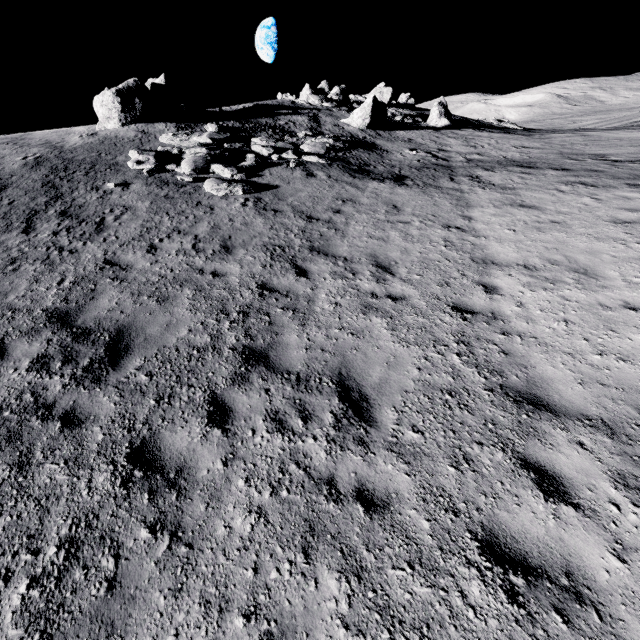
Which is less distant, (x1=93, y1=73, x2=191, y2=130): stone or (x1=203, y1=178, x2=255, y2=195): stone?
(x1=203, y1=178, x2=255, y2=195): stone

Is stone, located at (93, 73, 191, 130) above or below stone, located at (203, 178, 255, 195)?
above

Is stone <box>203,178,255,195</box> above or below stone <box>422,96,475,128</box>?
below

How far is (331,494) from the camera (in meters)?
3.63

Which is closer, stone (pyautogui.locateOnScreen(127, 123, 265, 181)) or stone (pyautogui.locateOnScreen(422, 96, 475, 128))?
stone (pyautogui.locateOnScreen(127, 123, 265, 181))

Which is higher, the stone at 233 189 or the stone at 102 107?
the stone at 102 107

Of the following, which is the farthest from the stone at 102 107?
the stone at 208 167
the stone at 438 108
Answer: the stone at 438 108

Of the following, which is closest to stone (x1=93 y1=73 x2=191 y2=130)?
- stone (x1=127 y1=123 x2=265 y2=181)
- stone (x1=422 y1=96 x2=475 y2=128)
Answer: stone (x1=127 y1=123 x2=265 y2=181)
